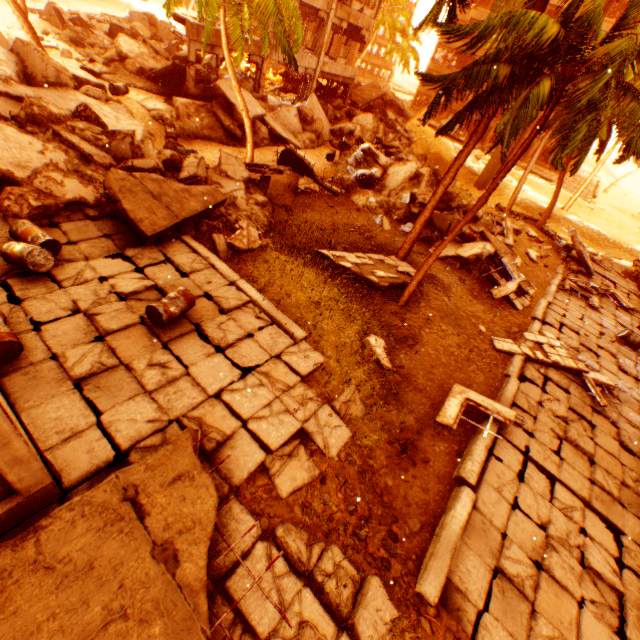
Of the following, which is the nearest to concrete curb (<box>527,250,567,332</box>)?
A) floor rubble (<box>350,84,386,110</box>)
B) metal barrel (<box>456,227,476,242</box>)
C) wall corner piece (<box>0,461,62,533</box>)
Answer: metal barrel (<box>456,227,476,242</box>)

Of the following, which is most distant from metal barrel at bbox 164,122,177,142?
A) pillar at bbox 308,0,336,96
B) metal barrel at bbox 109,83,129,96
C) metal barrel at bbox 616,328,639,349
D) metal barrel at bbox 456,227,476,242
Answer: metal barrel at bbox 616,328,639,349

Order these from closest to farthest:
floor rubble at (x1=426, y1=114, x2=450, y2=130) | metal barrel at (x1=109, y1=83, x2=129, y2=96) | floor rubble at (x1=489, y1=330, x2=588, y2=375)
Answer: floor rubble at (x1=489, y1=330, x2=588, y2=375), metal barrel at (x1=109, y1=83, x2=129, y2=96), floor rubble at (x1=426, y1=114, x2=450, y2=130)

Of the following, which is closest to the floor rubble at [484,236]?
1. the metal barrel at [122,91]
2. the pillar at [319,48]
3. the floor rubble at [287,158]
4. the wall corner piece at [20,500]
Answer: the floor rubble at [287,158]

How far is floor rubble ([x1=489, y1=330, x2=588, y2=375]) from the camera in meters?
12.0 m

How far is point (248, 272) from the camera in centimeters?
975cm

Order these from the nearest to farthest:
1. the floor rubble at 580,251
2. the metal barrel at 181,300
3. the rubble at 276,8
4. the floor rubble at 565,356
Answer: the metal barrel at 181,300 < the rubble at 276,8 < the floor rubble at 565,356 < the floor rubble at 580,251

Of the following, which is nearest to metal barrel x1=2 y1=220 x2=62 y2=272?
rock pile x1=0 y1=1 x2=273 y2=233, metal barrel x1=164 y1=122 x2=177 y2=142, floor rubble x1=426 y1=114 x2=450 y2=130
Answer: rock pile x1=0 y1=1 x2=273 y2=233
